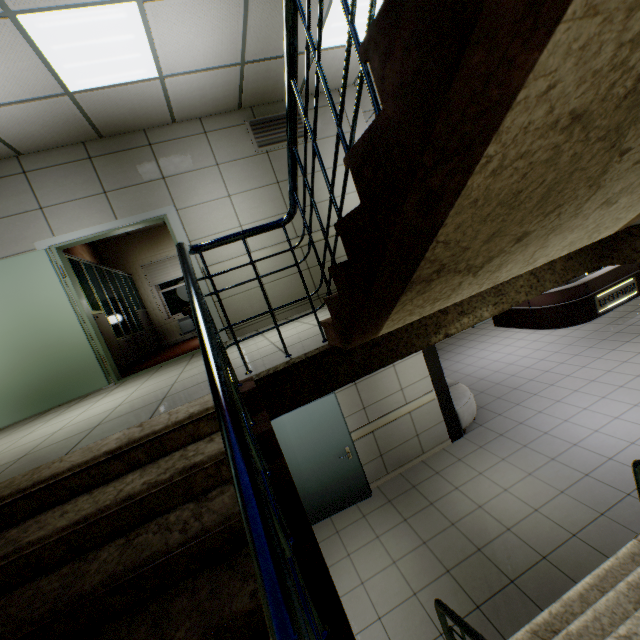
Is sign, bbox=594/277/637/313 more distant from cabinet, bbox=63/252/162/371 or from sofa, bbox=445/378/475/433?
cabinet, bbox=63/252/162/371

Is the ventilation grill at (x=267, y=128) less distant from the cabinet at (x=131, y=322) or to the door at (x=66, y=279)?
the door at (x=66, y=279)

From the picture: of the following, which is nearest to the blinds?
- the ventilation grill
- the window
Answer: the window

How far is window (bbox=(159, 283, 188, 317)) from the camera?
9.5m

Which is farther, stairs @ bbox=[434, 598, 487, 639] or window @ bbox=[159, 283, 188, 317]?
window @ bbox=[159, 283, 188, 317]

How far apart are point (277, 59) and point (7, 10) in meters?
2.7 m

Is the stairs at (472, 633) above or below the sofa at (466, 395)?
above

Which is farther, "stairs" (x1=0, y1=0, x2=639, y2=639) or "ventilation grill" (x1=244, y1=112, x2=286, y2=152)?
"ventilation grill" (x1=244, y1=112, x2=286, y2=152)
